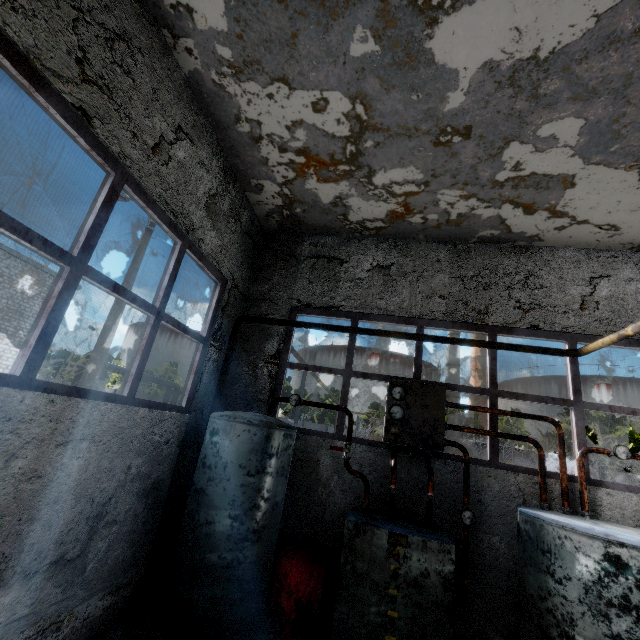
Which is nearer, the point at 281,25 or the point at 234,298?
the point at 281,25

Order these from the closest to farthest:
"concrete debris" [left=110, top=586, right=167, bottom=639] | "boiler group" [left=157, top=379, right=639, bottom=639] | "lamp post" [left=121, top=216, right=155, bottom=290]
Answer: "boiler group" [left=157, top=379, right=639, bottom=639] < "concrete debris" [left=110, top=586, right=167, bottom=639] < "lamp post" [left=121, top=216, right=155, bottom=290]

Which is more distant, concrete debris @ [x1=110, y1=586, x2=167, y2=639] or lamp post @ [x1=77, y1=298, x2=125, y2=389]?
lamp post @ [x1=77, y1=298, x2=125, y2=389]

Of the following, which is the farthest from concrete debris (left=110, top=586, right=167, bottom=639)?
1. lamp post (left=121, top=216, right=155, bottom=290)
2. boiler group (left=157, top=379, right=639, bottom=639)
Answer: lamp post (left=121, top=216, right=155, bottom=290)

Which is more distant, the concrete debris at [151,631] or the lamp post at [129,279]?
the lamp post at [129,279]

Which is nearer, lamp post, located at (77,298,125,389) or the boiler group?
the boiler group

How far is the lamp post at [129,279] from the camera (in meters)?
10.74

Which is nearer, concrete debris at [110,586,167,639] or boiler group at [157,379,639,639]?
boiler group at [157,379,639,639]
